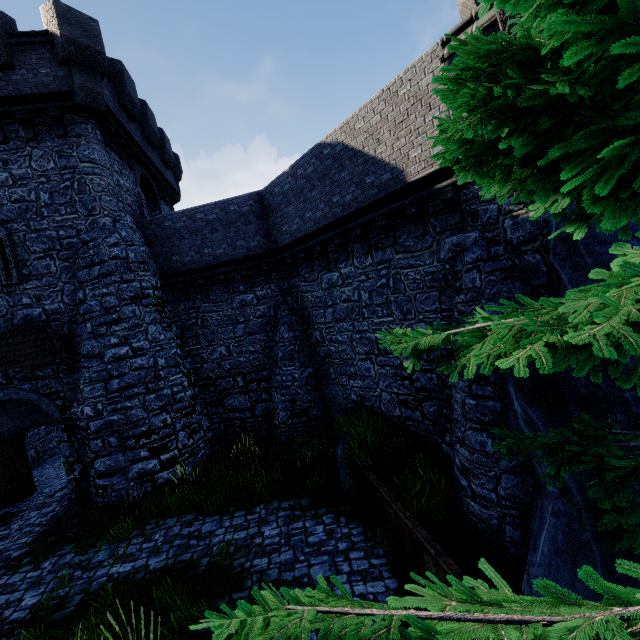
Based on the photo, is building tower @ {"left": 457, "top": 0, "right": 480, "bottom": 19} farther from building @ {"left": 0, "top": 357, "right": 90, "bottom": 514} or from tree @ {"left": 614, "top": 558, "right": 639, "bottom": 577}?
building @ {"left": 0, "top": 357, "right": 90, "bottom": 514}

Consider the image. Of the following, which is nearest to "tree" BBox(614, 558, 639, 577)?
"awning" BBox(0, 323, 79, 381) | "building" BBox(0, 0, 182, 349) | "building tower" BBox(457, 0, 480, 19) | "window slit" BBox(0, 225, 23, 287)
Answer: "building tower" BBox(457, 0, 480, 19)

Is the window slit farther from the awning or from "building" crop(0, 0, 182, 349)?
the awning

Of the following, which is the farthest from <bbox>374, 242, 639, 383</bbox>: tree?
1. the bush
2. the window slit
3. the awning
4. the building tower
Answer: the window slit

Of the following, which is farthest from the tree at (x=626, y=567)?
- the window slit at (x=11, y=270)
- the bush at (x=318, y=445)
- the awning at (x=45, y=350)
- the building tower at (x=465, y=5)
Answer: the window slit at (x=11, y=270)

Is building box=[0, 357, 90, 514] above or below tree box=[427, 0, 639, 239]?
below

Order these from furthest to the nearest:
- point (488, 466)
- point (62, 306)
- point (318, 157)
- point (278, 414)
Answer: point (278, 414) → point (62, 306) → point (318, 157) → point (488, 466)

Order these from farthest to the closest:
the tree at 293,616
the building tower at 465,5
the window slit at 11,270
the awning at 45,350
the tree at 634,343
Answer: the window slit at 11,270 → the awning at 45,350 → the building tower at 465,5 → the tree at 634,343 → the tree at 293,616
